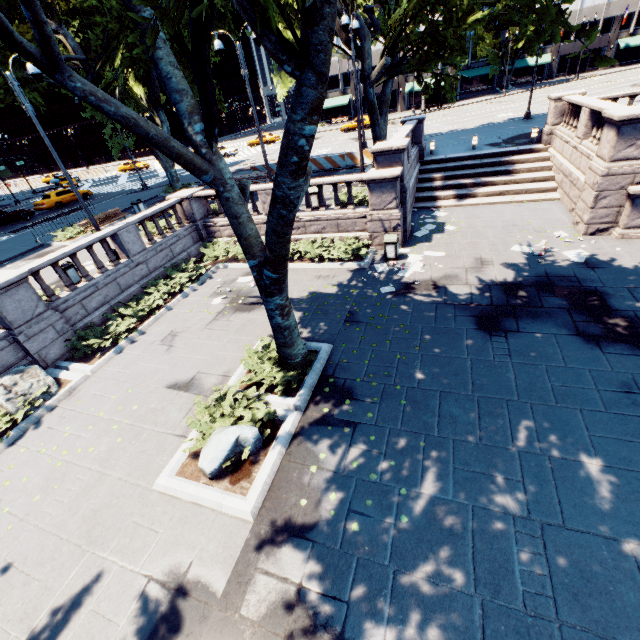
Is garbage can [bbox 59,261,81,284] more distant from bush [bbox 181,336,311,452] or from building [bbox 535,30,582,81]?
building [bbox 535,30,582,81]

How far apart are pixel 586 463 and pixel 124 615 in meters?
8.1

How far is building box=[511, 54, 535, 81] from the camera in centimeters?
5647cm

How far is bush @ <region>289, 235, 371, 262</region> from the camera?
13.91m

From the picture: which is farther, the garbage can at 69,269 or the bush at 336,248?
the bush at 336,248

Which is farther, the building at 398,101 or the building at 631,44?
the building at 398,101

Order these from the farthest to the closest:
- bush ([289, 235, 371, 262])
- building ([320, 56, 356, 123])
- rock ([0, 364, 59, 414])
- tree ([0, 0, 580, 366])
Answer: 1. building ([320, 56, 356, 123])
2. bush ([289, 235, 371, 262])
3. rock ([0, 364, 59, 414])
4. tree ([0, 0, 580, 366])

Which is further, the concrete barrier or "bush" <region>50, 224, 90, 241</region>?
the concrete barrier
